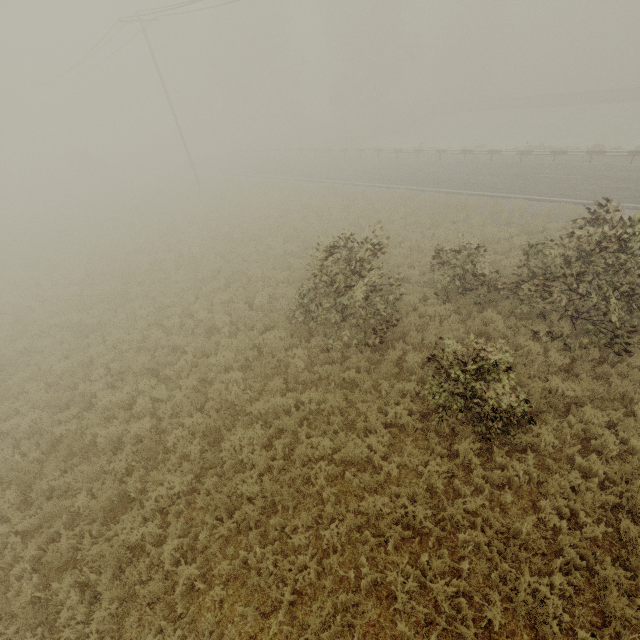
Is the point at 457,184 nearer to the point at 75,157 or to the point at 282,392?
the point at 282,392
